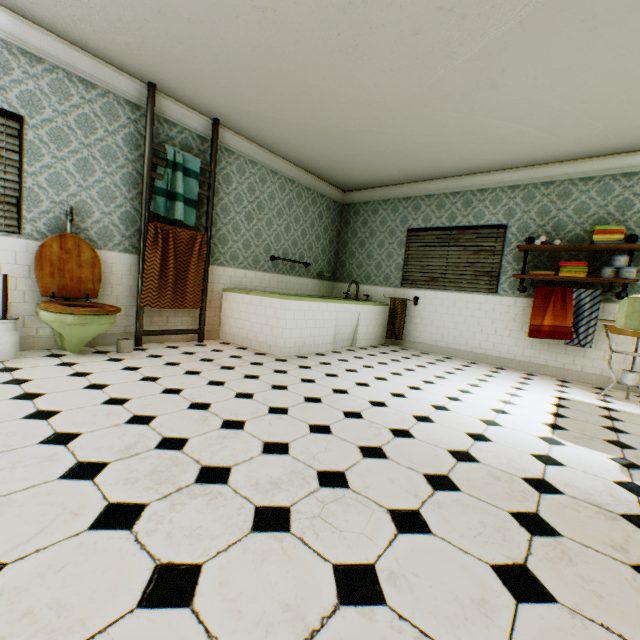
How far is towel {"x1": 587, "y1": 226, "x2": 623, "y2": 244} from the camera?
4.1 meters

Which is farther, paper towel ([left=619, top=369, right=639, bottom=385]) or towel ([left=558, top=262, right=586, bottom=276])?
towel ([left=558, top=262, right=586, bottom=276])

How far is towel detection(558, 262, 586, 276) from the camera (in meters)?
4.36

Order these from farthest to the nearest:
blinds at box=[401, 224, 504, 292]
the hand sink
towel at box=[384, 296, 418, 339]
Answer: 1. towel at box=[384, 296, 418, 339]
2. blinds at box=[401, 224, 504, 292]
3. the hand sink

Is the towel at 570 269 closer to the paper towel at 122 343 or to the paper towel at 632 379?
the paper towel at 632 379

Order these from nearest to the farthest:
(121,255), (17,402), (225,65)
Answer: (17,402) < (225,65) < (121,255)

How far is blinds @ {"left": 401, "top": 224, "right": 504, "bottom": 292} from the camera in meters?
5.5 m

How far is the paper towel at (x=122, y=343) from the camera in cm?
370
